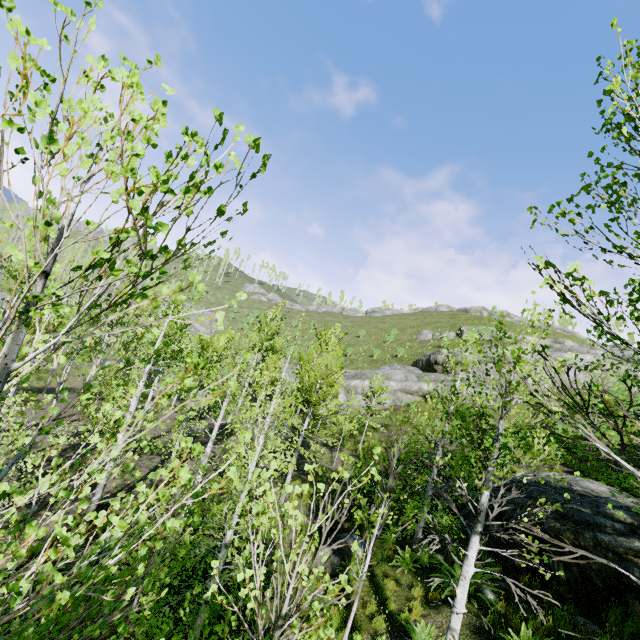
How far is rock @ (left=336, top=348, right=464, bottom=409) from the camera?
27.6m

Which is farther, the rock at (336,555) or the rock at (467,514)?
the rock at (467,514)

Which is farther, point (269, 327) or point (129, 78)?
point (269, 327)

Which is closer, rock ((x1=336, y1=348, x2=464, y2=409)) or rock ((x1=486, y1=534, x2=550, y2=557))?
rock ((x1=486, y1=534, x2=550, y2=557))

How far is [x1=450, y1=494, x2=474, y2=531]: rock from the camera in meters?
10.7

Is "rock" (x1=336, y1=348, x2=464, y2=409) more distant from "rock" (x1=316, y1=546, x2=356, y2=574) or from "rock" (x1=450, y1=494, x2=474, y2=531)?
"rock" (x1=316, y1=546, x2=356, y2=574)

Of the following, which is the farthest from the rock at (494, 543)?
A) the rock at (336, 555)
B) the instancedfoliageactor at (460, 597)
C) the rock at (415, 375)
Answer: the rock at (415, 375)

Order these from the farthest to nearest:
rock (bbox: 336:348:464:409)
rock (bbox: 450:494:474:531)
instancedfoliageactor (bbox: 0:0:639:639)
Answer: rock (bbox: 336:348:464:409)
rock (bbox: 450:494:474:531)
instancedfoliageactor (bbox: 0:0:639:639)
